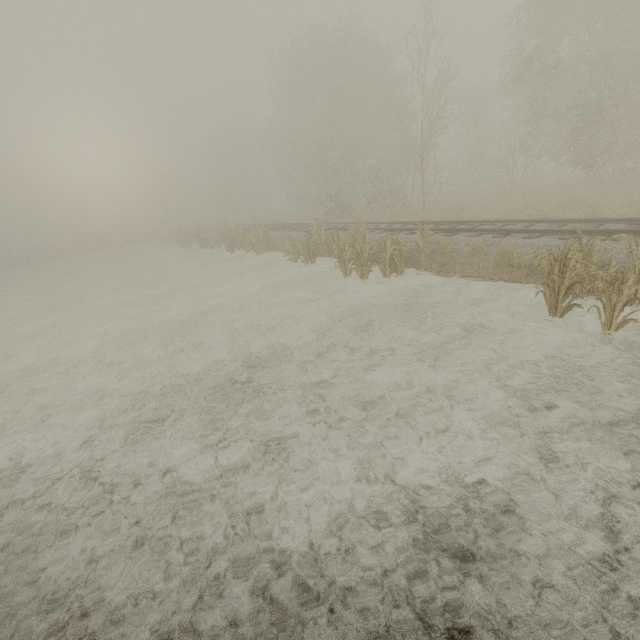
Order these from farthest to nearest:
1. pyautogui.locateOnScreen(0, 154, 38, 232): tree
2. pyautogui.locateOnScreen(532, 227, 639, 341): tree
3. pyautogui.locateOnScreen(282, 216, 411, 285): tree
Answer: pyautogui.locateOnScreen(0, 154, 38, 232): tree < pyautogui.locateOnScreen(282, 216, 411, 285): tree < pyautogui.locateOnScreen(532, 227, 639, 341): tree

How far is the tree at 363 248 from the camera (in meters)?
11.12

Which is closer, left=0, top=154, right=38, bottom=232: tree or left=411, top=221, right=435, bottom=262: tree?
left=411, top=221, right=435, bottom=262: tree

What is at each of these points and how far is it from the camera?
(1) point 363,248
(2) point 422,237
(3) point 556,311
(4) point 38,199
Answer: (1) tree, 11.0m
(2) tree, 11.3m
(3) tree, 6.7m
(4) tree, 58.2m

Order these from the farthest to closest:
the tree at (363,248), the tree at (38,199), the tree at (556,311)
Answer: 1. the tree at (38,199)
2. the tree at (363,248)
3. the tree at (556,311)

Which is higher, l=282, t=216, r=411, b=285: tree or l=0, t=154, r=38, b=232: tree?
l=0, t=154, r=38, b=232: tree
